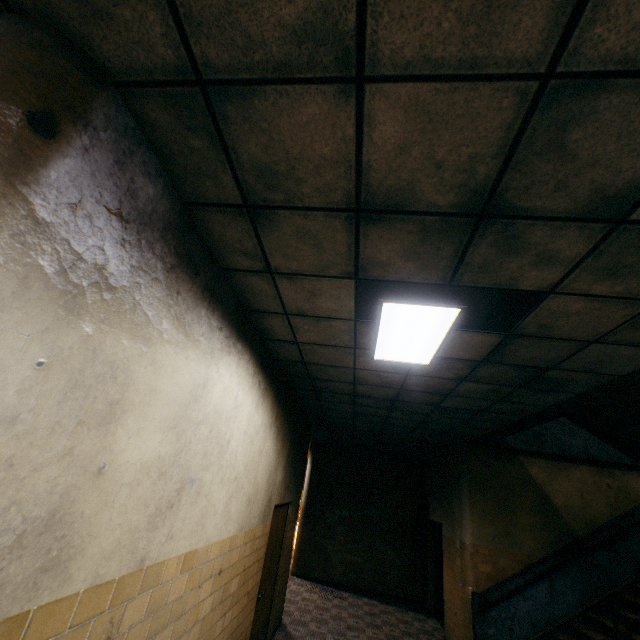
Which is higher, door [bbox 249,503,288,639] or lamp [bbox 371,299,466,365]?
lamp [bbox 371,299,466,365]

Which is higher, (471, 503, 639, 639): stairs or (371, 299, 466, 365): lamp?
(371, 299, 466, 365): lamp

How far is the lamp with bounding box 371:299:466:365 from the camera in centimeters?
263cm

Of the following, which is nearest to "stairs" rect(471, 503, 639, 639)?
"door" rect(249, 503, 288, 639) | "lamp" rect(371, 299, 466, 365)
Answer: "lamp" rect(371, 299, 466, 365)

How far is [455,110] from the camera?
1.29m

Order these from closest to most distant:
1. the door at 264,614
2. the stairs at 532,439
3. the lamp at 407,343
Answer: the lamp at 407,343
the stairs at 532,439
the door at 264,614

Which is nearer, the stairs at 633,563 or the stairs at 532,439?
the stairs at 532,439

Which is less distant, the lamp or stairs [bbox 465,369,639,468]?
the lamp
